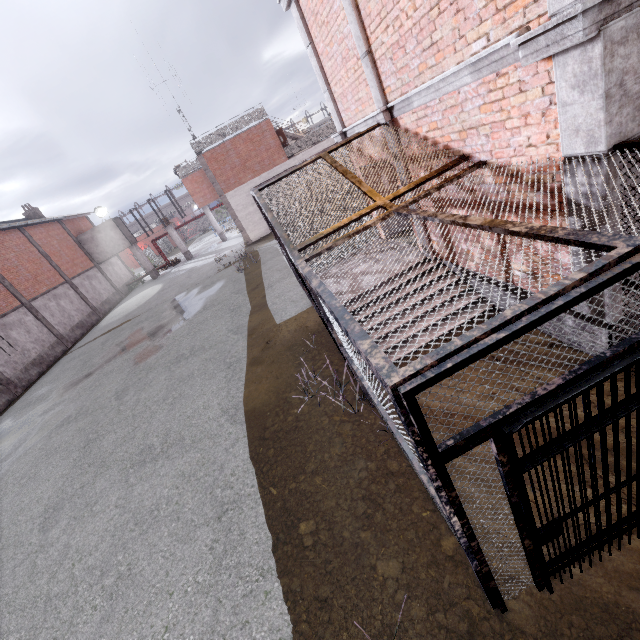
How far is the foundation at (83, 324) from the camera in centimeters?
2421cm

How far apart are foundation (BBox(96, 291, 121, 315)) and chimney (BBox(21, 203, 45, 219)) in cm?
946

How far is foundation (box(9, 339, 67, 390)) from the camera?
18.8m

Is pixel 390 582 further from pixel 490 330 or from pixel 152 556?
pixel 152 556

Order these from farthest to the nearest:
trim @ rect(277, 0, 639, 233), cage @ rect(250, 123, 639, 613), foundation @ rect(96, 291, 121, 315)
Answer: foundation @ rect(96, 291, 121, 315) → trim @ rect(277, 0, 639, 233) → cage @ rect(250, 123, 639, 613)

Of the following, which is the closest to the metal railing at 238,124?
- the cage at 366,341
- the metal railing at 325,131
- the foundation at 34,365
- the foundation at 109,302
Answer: the cage at 366,341

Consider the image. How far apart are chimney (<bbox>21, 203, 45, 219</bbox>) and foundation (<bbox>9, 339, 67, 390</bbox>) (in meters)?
16.80

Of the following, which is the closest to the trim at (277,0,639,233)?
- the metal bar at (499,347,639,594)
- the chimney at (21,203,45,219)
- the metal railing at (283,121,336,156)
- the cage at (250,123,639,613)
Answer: the cage at (250,123,639,613)
